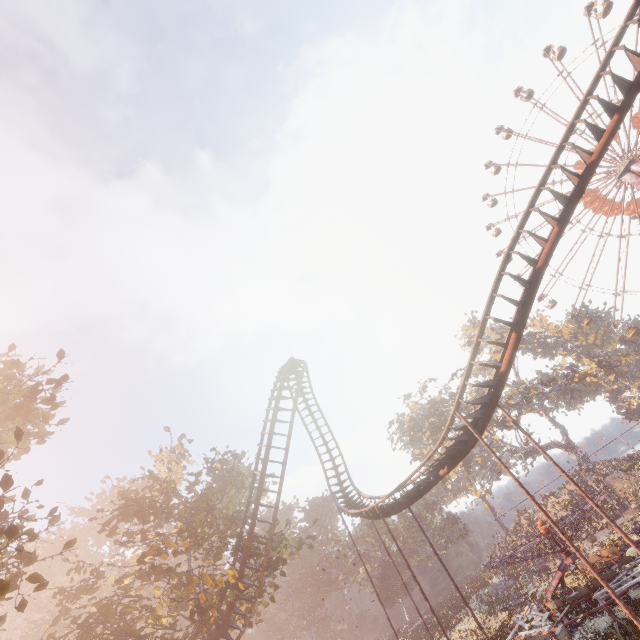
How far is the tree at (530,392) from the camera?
48.2 meters

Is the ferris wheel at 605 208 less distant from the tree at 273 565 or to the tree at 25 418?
the tree at 273 565

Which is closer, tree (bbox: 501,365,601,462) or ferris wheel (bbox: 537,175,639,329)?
ferris wheel (bbox: 537,175,639,329)

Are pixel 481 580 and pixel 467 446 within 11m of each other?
no

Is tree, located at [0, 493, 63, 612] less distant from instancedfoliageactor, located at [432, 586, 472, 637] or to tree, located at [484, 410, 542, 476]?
instancedfoliageactor, located at [432, 586, 472, 637]

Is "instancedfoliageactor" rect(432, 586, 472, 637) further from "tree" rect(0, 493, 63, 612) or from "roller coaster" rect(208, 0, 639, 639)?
"roller coaster" rect(208, 0, 639, 639)

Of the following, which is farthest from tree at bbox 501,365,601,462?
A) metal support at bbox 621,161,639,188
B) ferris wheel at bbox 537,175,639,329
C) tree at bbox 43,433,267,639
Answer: tree at bbox 43,433,267,639
